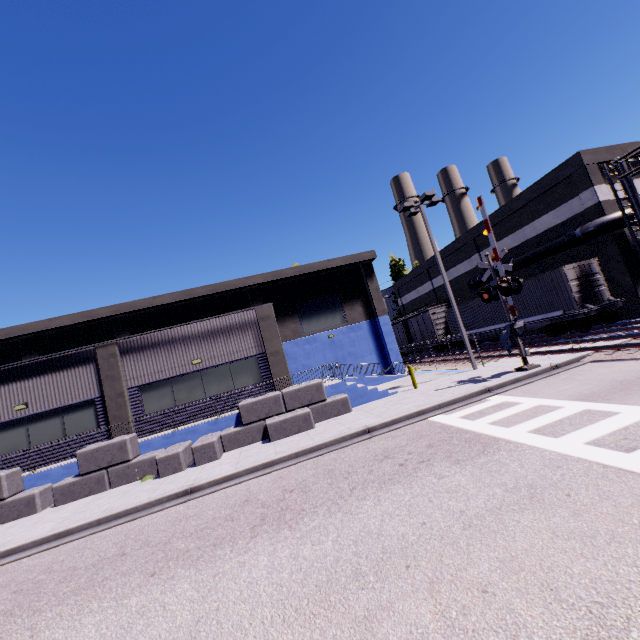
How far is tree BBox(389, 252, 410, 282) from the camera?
51.4 meters

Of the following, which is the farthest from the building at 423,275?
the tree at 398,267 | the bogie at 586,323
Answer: the bogie at 586,323

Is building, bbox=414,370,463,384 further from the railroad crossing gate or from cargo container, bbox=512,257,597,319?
the railroad crossing gate

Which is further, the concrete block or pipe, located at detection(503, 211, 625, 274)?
pipe, located at detection(503, 211, 625, 274)

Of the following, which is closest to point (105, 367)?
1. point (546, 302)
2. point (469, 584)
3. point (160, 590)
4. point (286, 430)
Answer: point (286, 430)

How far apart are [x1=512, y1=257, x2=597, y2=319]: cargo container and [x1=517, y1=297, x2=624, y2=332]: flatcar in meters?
0.0

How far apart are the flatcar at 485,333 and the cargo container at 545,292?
0.0 meters

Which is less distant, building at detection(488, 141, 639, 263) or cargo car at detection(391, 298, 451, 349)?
building at detection(488, 141, 639, 263)
